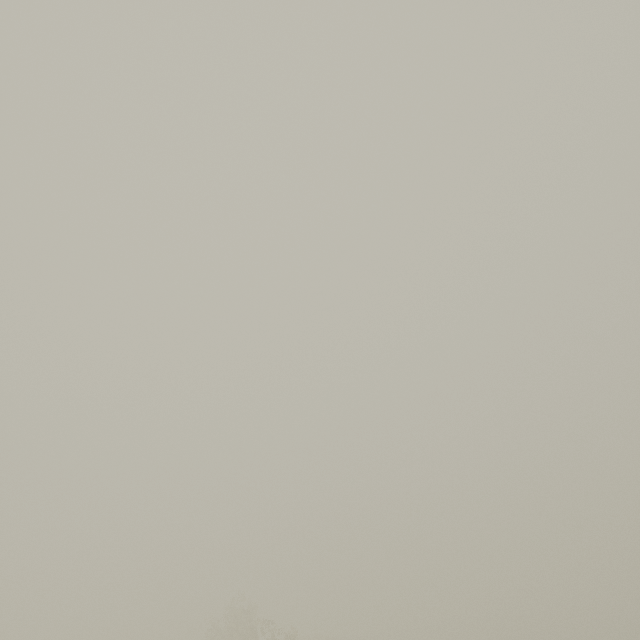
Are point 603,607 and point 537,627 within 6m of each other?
no
